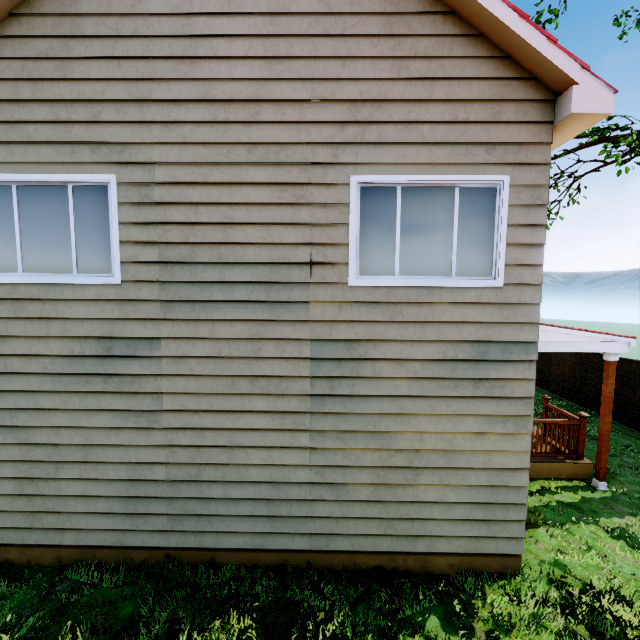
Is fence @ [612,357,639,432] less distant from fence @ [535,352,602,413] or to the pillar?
fence @ [535,352,602,413]

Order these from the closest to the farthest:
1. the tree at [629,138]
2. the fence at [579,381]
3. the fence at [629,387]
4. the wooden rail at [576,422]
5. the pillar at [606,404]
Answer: the tree at [629,138] < the pillar at [606,404] < the wooden rail at [576,422] < the fence at [629,387] < the fence at [579,381]

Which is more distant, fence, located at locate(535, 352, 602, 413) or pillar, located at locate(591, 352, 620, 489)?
fence, located at locate(535, 352, 602, 413)

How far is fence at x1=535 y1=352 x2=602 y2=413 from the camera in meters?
10.8

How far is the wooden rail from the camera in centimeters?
693cm

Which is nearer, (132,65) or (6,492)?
(132,65)

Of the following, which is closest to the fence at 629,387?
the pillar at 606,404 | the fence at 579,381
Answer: the fence at 579,381

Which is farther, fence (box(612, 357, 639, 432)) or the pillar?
fence (box(612, 357, 639, 432))
